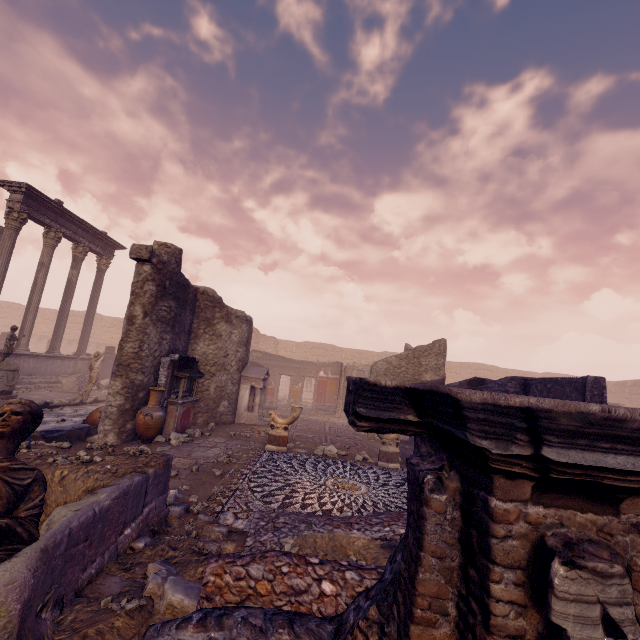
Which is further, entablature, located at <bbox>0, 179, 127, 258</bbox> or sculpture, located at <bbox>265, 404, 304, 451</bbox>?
entablature, located at <bbox>0, 179, 127, 258</bbox>

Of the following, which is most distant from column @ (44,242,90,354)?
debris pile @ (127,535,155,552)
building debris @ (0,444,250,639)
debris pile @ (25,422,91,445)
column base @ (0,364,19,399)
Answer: debris pile @ (127,535,155,552)

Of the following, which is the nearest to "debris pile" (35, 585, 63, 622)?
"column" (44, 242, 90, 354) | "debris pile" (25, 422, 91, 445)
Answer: "debris pile" (25, 422, 91, 445)

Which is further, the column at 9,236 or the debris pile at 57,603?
the column at 9,236

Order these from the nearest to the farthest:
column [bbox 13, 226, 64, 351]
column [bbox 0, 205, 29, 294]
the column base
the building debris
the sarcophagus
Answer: the building debris
the column base
column [bbox 0, 205, 29, 294]
column [bbox 13, 226, 64, 351]
the sarcophagus

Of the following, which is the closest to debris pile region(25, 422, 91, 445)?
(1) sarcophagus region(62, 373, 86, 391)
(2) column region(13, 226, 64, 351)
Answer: (1) sarcophagus region(62, 373, 86, 391)

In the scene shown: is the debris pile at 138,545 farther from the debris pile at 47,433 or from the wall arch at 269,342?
the wall arch at 269,342

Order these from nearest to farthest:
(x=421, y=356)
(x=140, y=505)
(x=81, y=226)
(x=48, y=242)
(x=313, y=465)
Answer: (x=140, y=505)
(x=313, y=465)
(x=421, y=356)
(x=48, y=242)
(x=81, y=226)
